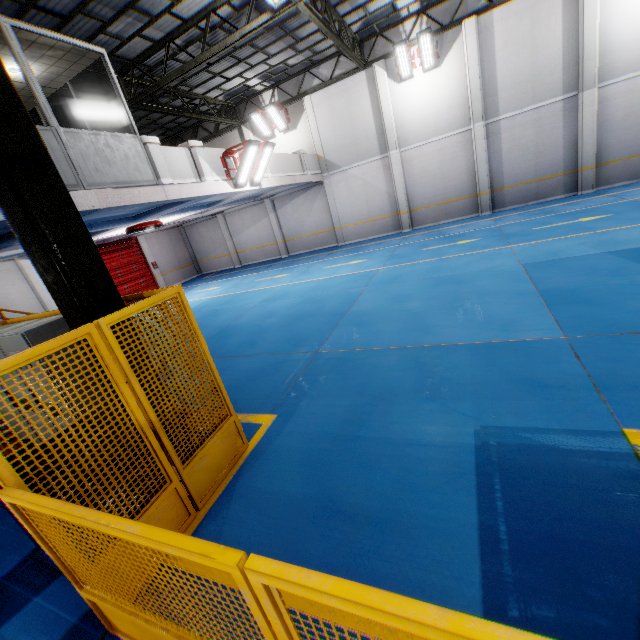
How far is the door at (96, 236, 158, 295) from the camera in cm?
1888

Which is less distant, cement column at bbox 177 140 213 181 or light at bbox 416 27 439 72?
cement column at bbox 177 140 213 181

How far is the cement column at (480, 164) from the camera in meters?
13.5

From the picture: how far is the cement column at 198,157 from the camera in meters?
9.6 m

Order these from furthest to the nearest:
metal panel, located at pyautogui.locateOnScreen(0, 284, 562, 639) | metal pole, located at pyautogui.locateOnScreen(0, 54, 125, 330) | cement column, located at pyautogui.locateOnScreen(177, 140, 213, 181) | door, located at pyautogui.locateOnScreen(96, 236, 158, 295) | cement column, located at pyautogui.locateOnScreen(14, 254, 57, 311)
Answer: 1. door, located at pyautogui.locateOnScreen(96, 236, 158, 295)
2. cement column, located at pyautogui.locateOnScreen(14, 254, 57, 311)
3. cement column, located at pyautogui.locateOnScreen(177, 140, 213, 181)
4. metal pole, located at pyautogui.locateOnScreen(0, 54, 125, 330)
5. metal panel, located at pyautogui.locateOnScreen(0, 284, 562, 639)

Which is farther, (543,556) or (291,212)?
(291,212)

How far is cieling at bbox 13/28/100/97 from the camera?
6.5 meters

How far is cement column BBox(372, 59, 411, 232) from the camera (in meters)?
15.23
